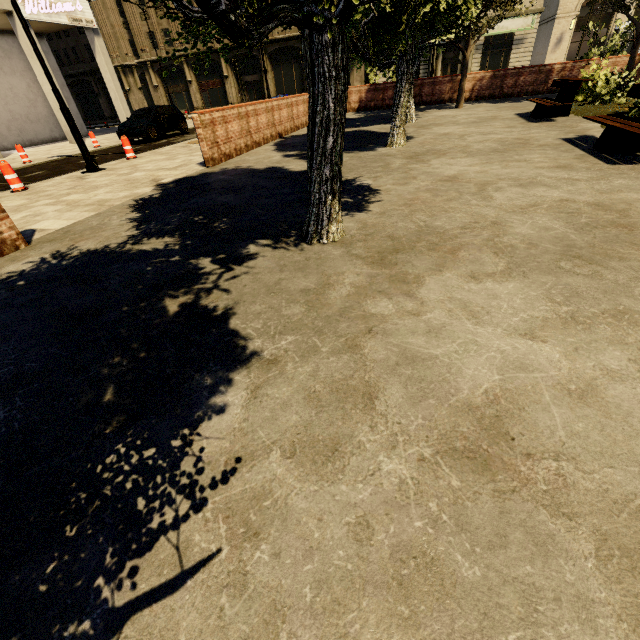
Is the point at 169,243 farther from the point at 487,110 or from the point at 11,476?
the point at 487,110

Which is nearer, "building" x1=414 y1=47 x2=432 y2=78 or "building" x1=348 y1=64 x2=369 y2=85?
"building" x1=414 y1=47 x2=432 y2=78

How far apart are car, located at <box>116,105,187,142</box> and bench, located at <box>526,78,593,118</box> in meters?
16.3 m

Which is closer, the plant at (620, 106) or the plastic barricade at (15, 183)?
the plastic barricade at (15, 183)

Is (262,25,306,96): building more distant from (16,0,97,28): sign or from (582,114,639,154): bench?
(582,114,639,154): bench

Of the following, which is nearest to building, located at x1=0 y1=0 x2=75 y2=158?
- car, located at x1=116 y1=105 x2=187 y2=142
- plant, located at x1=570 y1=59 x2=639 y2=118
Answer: car, located at x1=116 y1=105 x2=187 y2=142

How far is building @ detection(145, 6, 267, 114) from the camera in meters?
35.8 m

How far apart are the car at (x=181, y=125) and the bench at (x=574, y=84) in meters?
16.3
